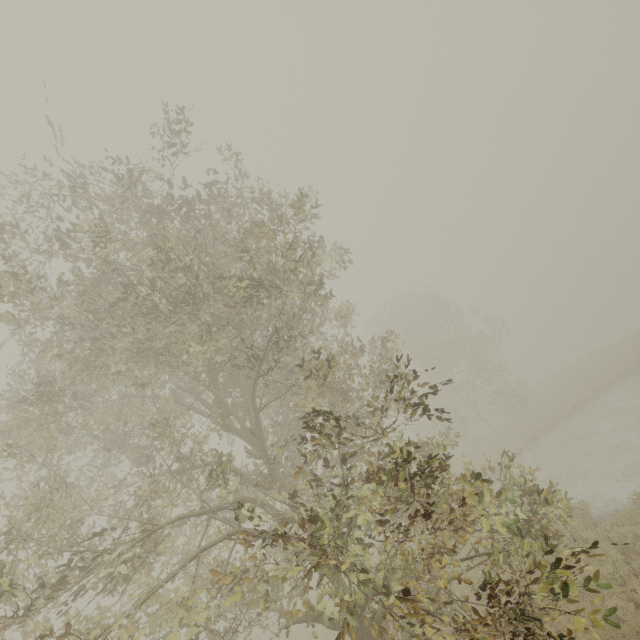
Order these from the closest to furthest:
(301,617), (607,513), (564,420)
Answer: (301,617) < (607,513) < (564,420)
